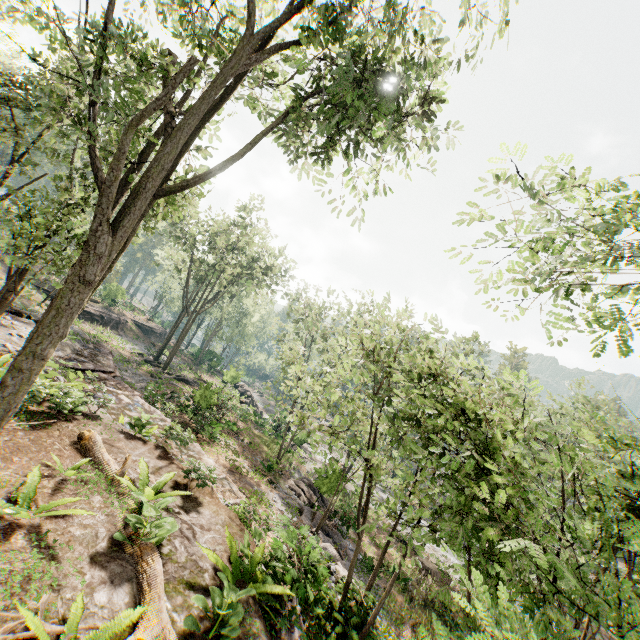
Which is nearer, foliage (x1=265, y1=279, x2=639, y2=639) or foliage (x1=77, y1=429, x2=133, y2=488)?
foliage (x1=265, y1=279, x2=639, y2=639)

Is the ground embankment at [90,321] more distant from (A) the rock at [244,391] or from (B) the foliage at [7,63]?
(B) the foliage at [7,63]

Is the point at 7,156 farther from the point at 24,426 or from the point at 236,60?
the point at 236,60

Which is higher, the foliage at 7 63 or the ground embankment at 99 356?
the foliage at 7 63

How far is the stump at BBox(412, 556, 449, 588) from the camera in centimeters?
2040cm

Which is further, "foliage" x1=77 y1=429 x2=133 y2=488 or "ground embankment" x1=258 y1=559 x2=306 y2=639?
"foliage" x1=77 y1=429 x2=133 y2=488

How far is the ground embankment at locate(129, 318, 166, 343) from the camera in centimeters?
4722cm

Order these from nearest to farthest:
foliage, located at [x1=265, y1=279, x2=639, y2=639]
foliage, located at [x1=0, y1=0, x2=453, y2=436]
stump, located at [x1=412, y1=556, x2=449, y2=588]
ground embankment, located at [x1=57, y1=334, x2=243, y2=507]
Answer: foliage, located at [x1=265, y1=279, x2=639, y2=639]
foliage, located at [x1=0, y1=0, x2=453, y2=436]
ground embankment, located at [x1=57, y1=334, x2=243, y2=507]
stump, located at [x1=412, y1=556, x2=449, y2=588]
